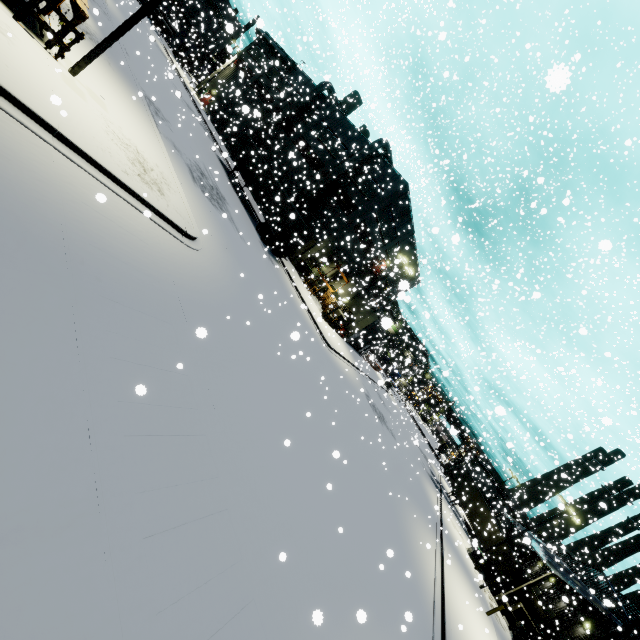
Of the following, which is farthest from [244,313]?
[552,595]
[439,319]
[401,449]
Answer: [552,595]

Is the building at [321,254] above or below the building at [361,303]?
above

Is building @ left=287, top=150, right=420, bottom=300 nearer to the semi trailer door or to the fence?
the fence

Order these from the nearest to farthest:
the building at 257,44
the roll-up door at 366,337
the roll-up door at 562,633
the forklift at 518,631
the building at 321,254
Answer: the forklift at 518,631 → the roll-up door at 562,633 → the building at 321,254 → the roll-up door at 366,337 → the building at 257,44

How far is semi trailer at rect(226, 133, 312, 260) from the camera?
26.7 meters

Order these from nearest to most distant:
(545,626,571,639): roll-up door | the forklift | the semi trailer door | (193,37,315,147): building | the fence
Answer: the fence < the forklift < the semi trailer door < (545,626,571,639): roll-up door < (193,37,315,147): building

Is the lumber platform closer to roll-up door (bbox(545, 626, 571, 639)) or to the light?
the light

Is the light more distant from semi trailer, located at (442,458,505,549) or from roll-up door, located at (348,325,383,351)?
roll-up door, located at (348,325,383,351)
